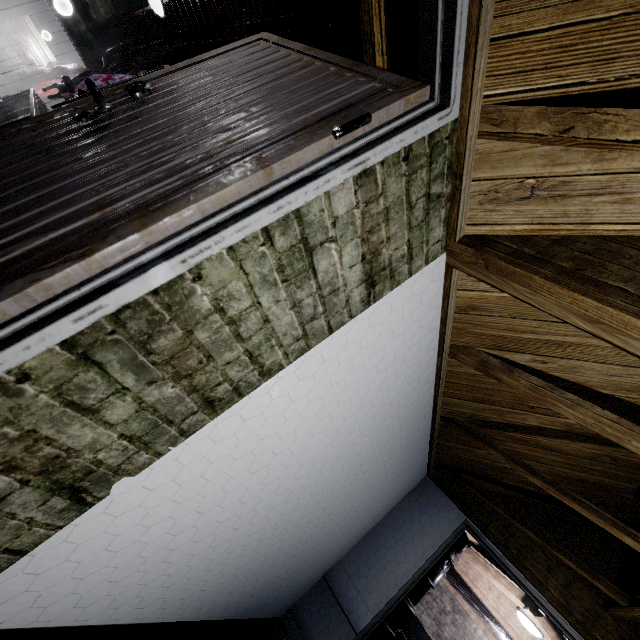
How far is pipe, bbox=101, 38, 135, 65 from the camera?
7.0 meters

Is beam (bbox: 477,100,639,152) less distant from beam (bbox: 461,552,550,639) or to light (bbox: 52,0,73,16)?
beam (bbox: 461,552,550,639)

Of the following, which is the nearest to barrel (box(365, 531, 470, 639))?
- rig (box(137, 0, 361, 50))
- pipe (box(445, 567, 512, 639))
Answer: pipe (box(445, 567, 512, 639))

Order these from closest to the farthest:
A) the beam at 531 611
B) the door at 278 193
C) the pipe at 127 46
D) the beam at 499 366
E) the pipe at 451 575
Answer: the door at 278 193 → the beam at 499 366 → the beam at 531 611 → the pipe at 451 575 → the pipe at 127 46

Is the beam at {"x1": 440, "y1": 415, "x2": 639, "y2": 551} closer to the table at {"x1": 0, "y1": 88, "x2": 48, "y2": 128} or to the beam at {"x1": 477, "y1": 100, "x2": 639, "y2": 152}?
the beam at {"x1": 477, "y1": 100, "x2": 639, "y2": 152}

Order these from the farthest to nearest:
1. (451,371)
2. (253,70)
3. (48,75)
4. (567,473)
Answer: Answer: (48,75) < (567,473) < (451,371) < (253,70)

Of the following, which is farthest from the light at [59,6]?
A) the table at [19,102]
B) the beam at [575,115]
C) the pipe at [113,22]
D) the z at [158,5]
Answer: the beam at [575,115]

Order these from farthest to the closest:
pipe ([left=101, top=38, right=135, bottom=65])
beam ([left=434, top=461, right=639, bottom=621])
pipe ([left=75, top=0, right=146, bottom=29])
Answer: pipe ([left=101, top=38, right=135, bottom=65])
pipe ([left=75, top=0, right=146, bottom=29])
beam ([left=434, top=461, right=639, bottom=621])
